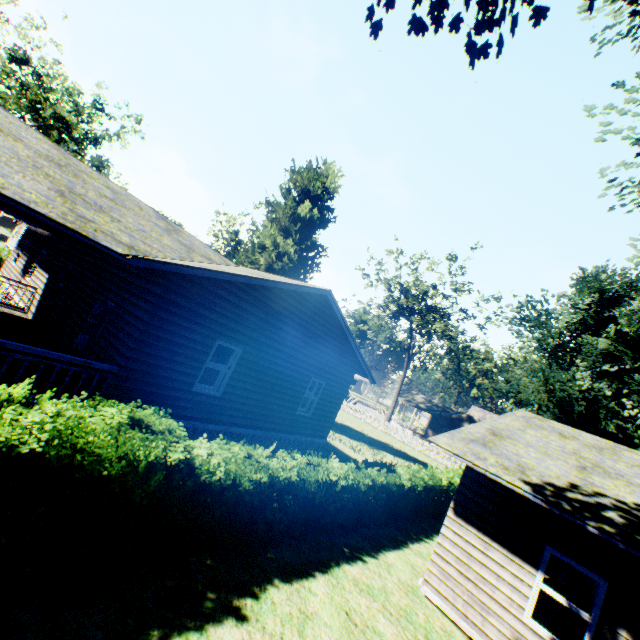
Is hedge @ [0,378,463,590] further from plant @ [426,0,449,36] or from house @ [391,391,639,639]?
house @ [391,391,639,639]

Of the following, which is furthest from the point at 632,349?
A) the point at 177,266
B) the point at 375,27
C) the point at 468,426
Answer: the point at 177,266

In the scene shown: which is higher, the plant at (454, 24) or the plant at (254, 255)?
the plant at (254, 255)

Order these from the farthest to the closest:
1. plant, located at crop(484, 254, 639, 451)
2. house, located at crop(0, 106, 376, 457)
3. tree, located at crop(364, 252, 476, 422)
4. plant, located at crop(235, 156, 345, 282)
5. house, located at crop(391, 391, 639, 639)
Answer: tree, located at crop(364, 252, 476, 422), plant, located at crop(235, 156, 345, 282), plant, located at crop(484, 254, 639, 451), house, located at crop(0, 106, 376, 457), house, located at crop(391, 391, 639, 639)

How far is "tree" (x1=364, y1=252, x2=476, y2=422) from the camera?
36.6m

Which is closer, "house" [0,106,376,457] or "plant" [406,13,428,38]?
"plant" [406,13,428,38]

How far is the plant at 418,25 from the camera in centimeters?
431cm

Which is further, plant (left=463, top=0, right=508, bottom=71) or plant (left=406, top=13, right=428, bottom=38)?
plant (left=406, top=13, right=428, bottom=38)
